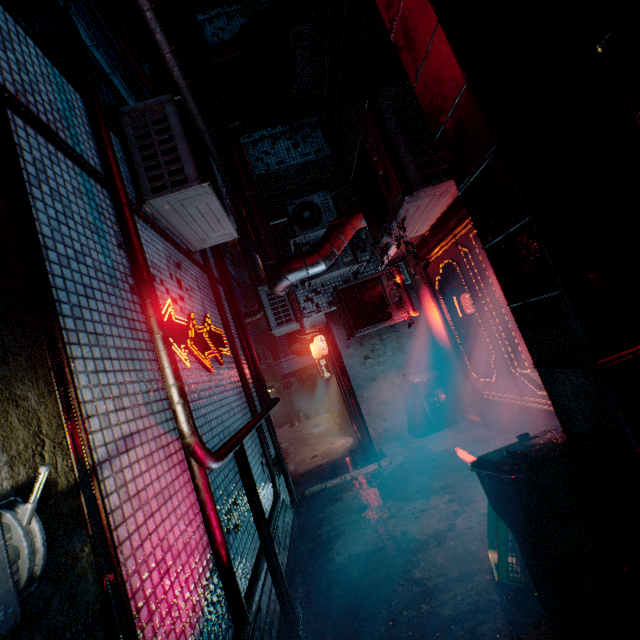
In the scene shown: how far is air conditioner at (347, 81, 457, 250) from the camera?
2.5m

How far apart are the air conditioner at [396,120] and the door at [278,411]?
18.6 meters

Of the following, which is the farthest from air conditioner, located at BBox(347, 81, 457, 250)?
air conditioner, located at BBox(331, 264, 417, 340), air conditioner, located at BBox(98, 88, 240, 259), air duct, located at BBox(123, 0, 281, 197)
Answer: air conditioner, located at BBox(331, 264, 417, 340)

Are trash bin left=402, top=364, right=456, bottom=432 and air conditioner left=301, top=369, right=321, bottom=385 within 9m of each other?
no

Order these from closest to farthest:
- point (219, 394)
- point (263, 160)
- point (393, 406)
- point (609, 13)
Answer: point (609, 13) < point (219, 394) < point (393, 406) < point (263, 160)

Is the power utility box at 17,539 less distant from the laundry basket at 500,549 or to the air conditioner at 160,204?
the air conditioner at 160,204

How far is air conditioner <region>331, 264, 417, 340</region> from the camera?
5.3 meters

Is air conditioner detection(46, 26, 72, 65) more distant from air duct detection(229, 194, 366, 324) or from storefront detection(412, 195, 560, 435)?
storefront detection(412, 195, 560, 435)
